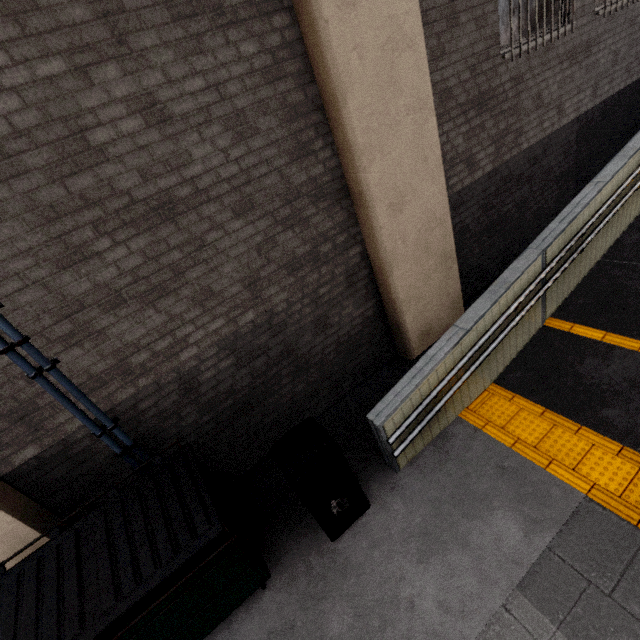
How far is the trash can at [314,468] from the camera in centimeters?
297cm

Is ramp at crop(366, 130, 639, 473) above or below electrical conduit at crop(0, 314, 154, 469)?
below

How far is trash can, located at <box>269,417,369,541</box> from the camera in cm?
297

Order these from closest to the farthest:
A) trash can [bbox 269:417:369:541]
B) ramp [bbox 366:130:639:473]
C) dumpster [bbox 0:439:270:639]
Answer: dumpster [bbox 0:439:270:639]
trash can [bbox 269:417:369:541]
ramp [bbox 366:130:639:473]

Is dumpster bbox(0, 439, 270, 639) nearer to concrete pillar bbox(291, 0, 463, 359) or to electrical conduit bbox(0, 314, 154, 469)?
electrical conduit bbox(0, 314, 154, 469)

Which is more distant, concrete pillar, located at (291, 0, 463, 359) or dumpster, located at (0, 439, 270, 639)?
concrete pillar, located at (291, 0, 463, 359)

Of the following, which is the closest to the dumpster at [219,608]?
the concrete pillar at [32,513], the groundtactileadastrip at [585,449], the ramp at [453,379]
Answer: the concrete pillar at [32,513]

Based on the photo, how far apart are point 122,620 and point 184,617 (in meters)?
0.54
